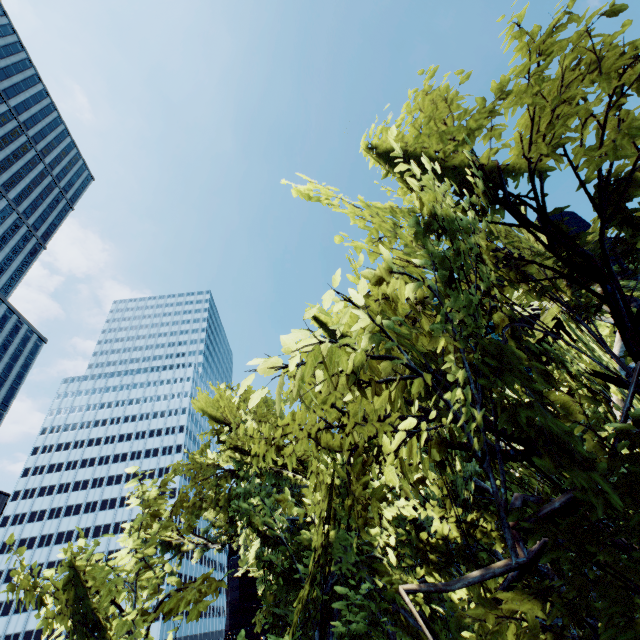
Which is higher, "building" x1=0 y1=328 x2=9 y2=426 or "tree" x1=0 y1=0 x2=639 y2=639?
"building" x1=0 y1=328 x2=9 y2=426

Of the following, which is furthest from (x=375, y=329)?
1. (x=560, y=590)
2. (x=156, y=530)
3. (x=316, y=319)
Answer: (x=560, y=590)

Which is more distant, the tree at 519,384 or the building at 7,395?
the building at 7,395

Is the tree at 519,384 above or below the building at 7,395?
below

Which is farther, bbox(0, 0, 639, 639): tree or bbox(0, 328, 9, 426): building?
bbox(0, 328, 9, 426): building
